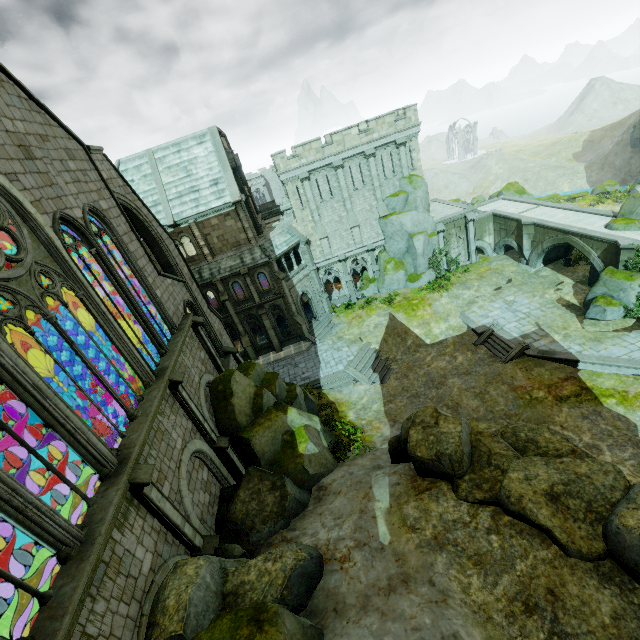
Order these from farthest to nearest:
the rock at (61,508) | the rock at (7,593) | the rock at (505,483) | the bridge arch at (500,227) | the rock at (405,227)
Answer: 1. the bridge arch at (500,227)
2. the rock at (405,227)
3. the rock at (61,508)
4. the rock at (7,593)
5. the rock at (505,483)

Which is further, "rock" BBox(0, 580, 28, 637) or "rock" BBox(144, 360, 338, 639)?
"rock" BBox(0, 580, 28, 637)

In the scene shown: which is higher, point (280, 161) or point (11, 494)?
point (280, 161)

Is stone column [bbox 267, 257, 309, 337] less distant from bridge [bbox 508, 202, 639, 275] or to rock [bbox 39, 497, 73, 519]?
rock [bbox 39, 497, 73, 519]

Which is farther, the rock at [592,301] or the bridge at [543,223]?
the bridge at [543,223]

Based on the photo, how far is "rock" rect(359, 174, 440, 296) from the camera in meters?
31.6 m

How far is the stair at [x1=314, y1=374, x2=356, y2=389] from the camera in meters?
26.6 m

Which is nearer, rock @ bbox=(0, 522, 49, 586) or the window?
rock @ bbox=(0, 522, 49, 586)
